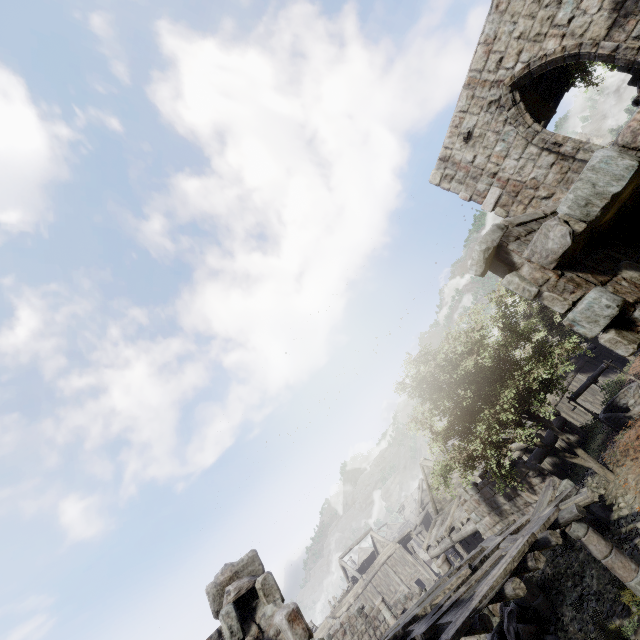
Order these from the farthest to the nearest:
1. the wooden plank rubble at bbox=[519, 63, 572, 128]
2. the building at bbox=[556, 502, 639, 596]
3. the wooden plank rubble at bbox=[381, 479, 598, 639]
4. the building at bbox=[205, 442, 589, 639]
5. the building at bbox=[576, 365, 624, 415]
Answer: the building at bbox=[576, 365, 624, 415], the wooden plank rubble at bbox=[519, 63, 572, 128], the building at bbox=[556, 502, 639, 596], the wooden plank rubble at bbox=[381, 479, 598, 639], the building at bbox=[205, 442, 589, 639]

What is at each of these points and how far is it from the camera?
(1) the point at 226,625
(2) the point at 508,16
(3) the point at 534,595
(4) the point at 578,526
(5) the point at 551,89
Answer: (1) building, 3.7 meters
(2) building, 8.1 meters
(3) building, 9.5 meters
(4) building, 7.7 meters
(5) wooden plank rubble, 11.0 meters

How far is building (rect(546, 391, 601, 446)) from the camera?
17.69m

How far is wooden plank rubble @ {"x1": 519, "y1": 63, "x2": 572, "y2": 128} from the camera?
10.1m

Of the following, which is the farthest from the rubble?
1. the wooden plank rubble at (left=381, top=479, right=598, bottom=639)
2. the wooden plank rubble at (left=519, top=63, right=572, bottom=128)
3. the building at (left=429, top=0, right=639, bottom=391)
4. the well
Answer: the wooden plank rubble at (left=519, top=63, right=572, bottom=128)

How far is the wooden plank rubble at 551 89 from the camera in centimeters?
1010cm

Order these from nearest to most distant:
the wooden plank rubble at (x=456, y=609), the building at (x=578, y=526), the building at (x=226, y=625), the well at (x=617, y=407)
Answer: the building at (x=226, y=625), the wooden plank rubble at (x=456, y=609), the building at (x=578, y=526), the well at (x=617, y=407)
